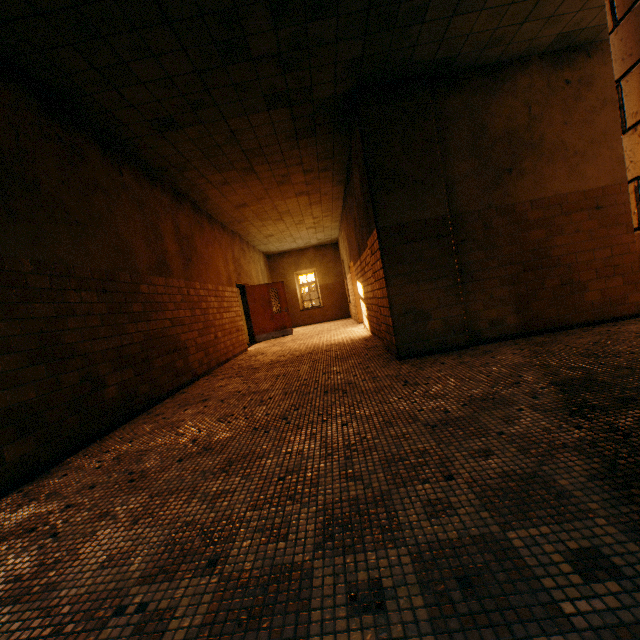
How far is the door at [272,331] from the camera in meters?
11.7

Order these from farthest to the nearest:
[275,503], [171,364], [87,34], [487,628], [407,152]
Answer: [171,364] → [407,152] → [87,34] → [275,503] → [487,628]

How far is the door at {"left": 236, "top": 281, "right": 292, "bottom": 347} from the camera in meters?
11.7 m
